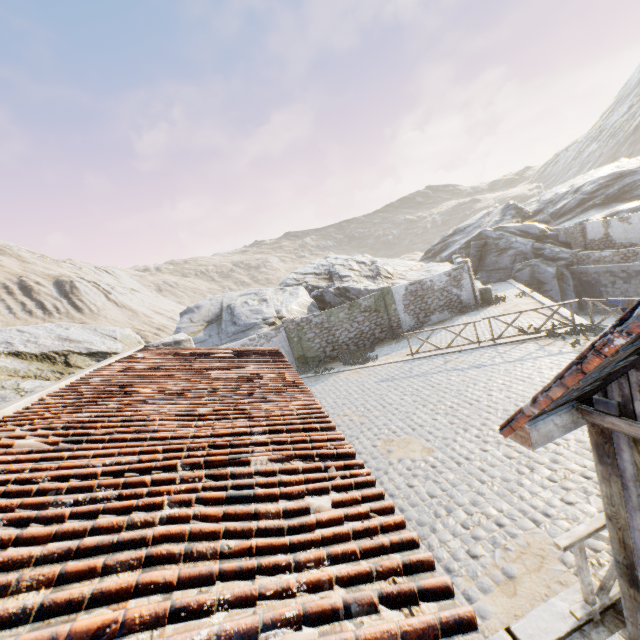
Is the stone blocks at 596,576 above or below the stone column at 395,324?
below

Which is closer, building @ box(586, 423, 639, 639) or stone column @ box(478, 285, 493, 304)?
building @ box(586, 423, 639, 639)

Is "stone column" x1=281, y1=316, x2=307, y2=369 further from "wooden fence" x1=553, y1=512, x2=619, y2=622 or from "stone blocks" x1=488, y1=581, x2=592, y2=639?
"wooden fence" x1=553, y1=512, x2=619, y2=622

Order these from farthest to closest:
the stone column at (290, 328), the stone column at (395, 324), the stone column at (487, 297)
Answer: the stone column at (487, 297) < the stone column at (395, 324) < the stone column at (290, 328)

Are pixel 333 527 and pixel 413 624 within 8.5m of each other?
yes

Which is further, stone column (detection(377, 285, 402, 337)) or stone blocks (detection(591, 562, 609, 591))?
stone column (detection(377, 285, 402, 337))

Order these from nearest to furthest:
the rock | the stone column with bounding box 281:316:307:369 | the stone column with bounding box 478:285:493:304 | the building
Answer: the building, the rock, the stone column with bounding box 281:316:307:369, the stone column with bounding box 478:285:493:304

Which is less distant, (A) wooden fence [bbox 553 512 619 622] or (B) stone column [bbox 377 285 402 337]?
(A) wooden fence [bbox 553 512 619 622]
